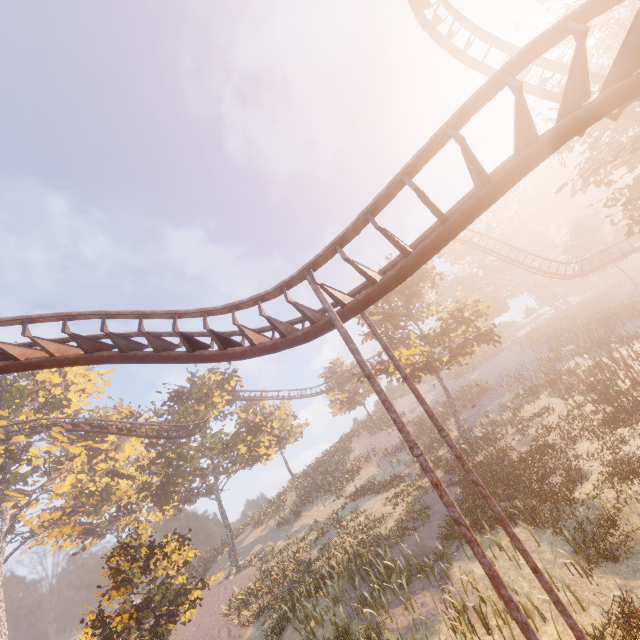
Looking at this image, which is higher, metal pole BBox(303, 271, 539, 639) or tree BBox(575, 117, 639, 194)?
tree BBox(575, 117, 639, 194)

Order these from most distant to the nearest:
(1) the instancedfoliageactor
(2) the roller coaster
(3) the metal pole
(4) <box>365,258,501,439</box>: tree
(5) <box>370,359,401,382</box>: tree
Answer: (5) <box>370,359,401,382</box>: tree < (4) <box>365,258,501,439</box>: tree < (1) the instancedfoliageactor < (2) the roller coaster < (3) the metal pole

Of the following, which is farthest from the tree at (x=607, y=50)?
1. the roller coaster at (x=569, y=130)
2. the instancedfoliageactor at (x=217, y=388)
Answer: the instancedfoliageactor at (x=217, y=388)

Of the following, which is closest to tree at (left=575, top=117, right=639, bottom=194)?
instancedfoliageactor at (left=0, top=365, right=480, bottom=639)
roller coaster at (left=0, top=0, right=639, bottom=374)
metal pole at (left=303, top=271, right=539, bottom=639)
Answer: roller coaster at (left=0, top=0, right=639, bottom=374)

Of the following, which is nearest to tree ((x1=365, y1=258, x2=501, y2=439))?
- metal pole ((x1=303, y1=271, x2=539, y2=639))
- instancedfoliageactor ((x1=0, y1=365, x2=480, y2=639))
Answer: metal pole ((x1=303, y1=271, x2=539, y2=639))

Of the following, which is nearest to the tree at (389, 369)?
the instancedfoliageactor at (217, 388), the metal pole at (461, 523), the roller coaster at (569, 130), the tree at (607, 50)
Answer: the tree at (607, 50)

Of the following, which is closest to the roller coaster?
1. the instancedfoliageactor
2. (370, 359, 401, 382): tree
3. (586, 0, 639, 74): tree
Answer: (586, 0, 639, 74): tree

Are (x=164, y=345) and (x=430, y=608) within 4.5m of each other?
no
